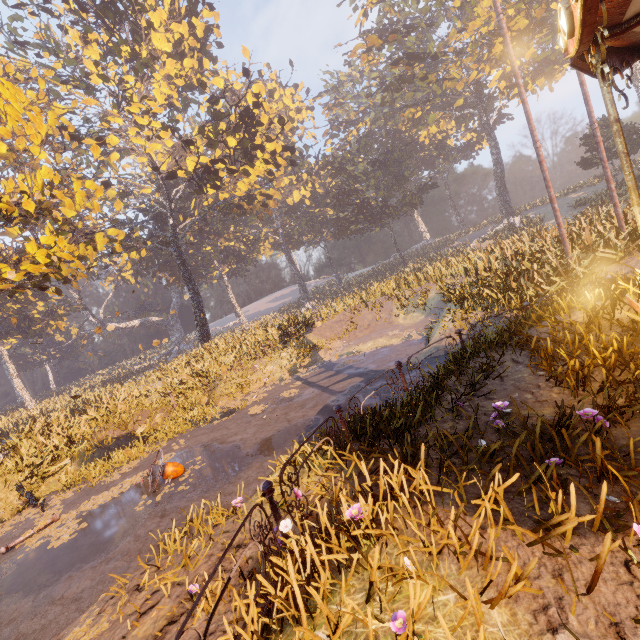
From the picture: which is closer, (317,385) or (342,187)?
(317,385)

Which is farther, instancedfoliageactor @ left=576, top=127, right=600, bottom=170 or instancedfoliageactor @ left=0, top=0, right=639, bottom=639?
instancedfoliageactor @ left=576, top=127, right=600, bottom=170

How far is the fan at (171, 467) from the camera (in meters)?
8.01

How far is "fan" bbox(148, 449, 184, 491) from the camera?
8.0 meters

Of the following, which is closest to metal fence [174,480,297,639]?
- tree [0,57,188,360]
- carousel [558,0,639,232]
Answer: carousel [558,0,639,232]

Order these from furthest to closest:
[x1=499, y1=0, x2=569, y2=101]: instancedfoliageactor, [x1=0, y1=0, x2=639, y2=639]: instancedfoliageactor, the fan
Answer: [x1=499, y1=0, x2=569, y2=101]: instancedfoliageactor
the fan
[x1=0, y1=0, x2=639, y2=639]: instancedfoliageactor

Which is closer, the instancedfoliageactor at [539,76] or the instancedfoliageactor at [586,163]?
the instancedfoliageactor at [539,76]

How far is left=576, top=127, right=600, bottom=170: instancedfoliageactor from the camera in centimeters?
3014cm
